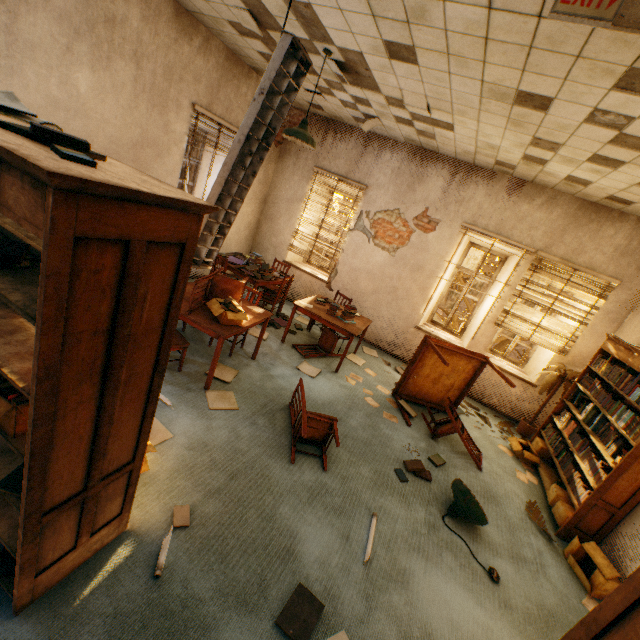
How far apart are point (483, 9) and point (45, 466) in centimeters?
374cm

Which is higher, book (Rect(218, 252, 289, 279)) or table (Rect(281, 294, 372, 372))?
book (Rect(218, 252, 289, 279))

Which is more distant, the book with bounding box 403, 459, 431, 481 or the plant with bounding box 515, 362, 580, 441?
the plant with bounding box 515, 362, 580, 441

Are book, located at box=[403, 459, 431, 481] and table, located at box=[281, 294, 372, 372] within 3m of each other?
yes

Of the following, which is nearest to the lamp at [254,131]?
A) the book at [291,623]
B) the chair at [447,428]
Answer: the book at [291,623]

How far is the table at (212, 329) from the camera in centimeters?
355cm

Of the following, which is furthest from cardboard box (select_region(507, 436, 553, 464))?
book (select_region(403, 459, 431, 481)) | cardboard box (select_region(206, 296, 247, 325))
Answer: cardboard box (select_region(206, 296, 247, 325))

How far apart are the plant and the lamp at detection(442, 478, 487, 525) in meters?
2.8
